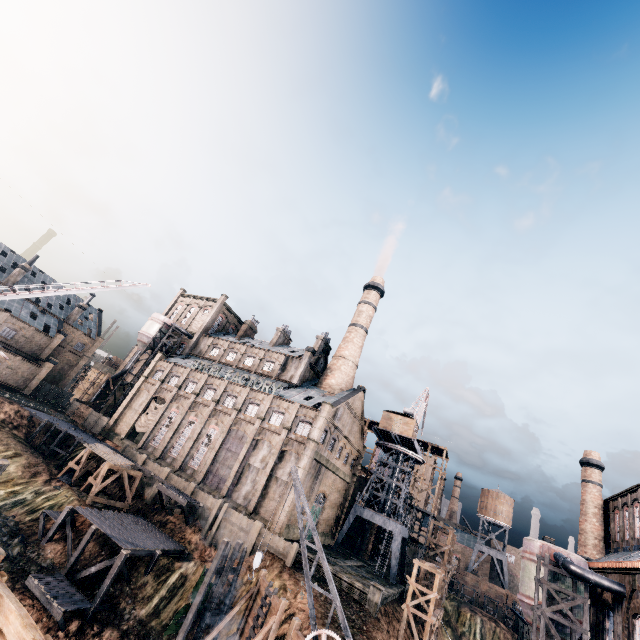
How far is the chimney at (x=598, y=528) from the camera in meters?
39.8 m

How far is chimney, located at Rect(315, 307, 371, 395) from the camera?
51.8 meters

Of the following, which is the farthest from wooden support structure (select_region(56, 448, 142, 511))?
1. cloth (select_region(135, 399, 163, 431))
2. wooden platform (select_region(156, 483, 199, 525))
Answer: cloth (select_region(135, 399, 163, 431))

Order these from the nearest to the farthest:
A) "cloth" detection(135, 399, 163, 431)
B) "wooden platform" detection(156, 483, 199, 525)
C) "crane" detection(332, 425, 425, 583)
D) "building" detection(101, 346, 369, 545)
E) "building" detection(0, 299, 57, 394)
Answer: "wooden platform" detection(156, 483, 199, 525)
"building" detection(101, 346, 369, 545)
"crane" detection(332, 425, 425, 583)
"cloth" detection(135, 399, 163, 431)
"building" detection(0, 299, 57, 394)

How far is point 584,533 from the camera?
40.9 meters

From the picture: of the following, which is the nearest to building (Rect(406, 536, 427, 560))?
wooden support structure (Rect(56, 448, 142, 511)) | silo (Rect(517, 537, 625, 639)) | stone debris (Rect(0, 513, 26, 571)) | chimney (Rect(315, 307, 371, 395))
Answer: silo (Rect(517, 537, 625, 639))

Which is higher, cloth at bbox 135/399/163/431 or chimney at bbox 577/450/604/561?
chimney at bbox 577/450/604/561

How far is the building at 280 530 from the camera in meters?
35.6 m
